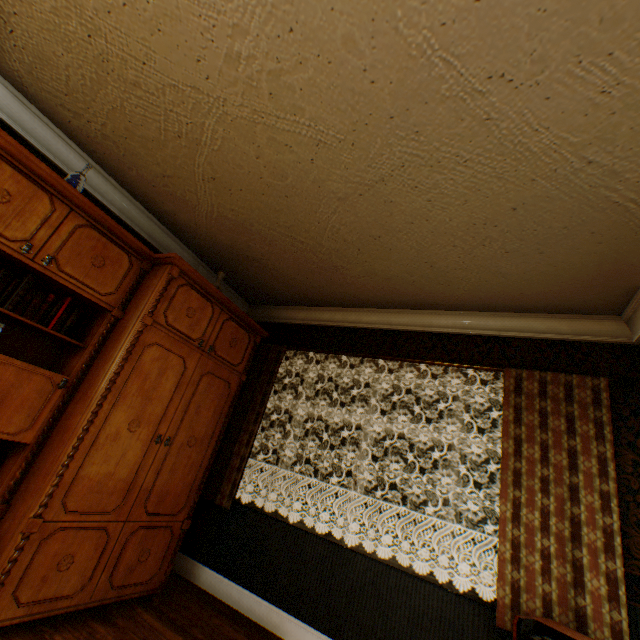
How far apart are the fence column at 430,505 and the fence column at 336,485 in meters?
4.7

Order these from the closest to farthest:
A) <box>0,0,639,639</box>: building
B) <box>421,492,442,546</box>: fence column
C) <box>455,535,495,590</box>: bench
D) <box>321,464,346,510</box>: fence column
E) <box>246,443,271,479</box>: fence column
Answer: <box>0,0,639,639</box>: building < <box>455,535,495,590</box>: bench < <box>421,492,442,546</box>: fence column < <box>321,464,346,510</box>: fence column < <box>246,443,271,479</box>: fence column

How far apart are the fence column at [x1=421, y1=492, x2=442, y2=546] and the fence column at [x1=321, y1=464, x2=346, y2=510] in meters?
4.7

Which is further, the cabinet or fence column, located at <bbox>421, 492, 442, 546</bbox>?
fence column, located at <bbox>421, 492, 442, 546</bbox>

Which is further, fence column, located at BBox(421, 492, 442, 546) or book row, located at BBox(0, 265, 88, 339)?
fence column, located at BBox(421, 492, 442, 546)

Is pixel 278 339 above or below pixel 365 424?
above

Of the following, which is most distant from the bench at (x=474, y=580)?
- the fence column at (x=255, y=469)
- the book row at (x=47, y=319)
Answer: the fence column at (x=255, y=469)

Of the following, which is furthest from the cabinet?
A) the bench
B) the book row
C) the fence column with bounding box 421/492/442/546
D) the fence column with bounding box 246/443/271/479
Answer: the fence column with bounding box 246/443/271/479
